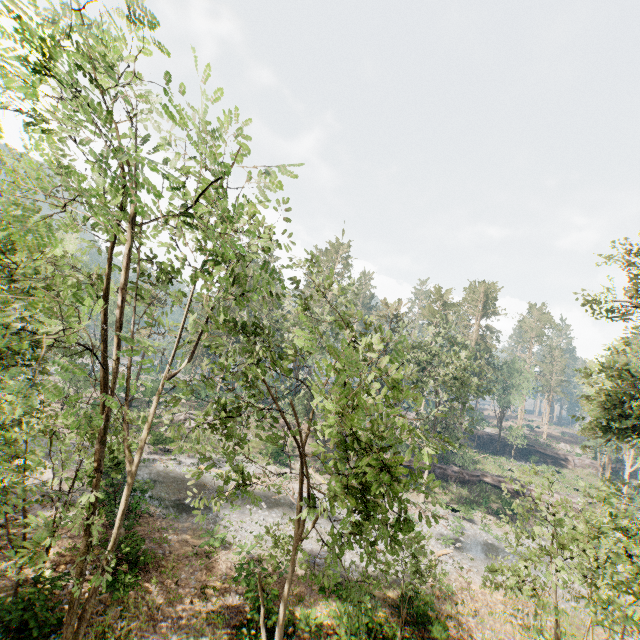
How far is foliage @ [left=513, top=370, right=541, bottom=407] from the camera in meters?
58.4 m

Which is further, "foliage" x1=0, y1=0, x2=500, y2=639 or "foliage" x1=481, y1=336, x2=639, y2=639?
"foliage" x1=481, y1=336, x2=639, y2=639

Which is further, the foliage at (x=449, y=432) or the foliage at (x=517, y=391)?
the foliage at (x=517, y=391)

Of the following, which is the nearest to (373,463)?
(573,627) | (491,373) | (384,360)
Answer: (384,360)

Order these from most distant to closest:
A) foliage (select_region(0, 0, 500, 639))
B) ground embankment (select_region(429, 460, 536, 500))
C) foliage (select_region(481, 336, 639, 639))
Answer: ground embankment (select_region(429, 460, 536, 500))
foliage (select_region(481, 336, 639, 639))
foliage (select_region(0, 0, 500, 639))

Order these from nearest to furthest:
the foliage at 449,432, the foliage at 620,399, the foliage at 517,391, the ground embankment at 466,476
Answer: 1. the foliage at 449,432
2. the foliage at 620,399
3. the ground embankment at 466,476
4. the foliage at 517,391

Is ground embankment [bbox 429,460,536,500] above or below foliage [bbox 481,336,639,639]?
below

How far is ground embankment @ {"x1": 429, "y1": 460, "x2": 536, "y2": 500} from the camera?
42.44m
